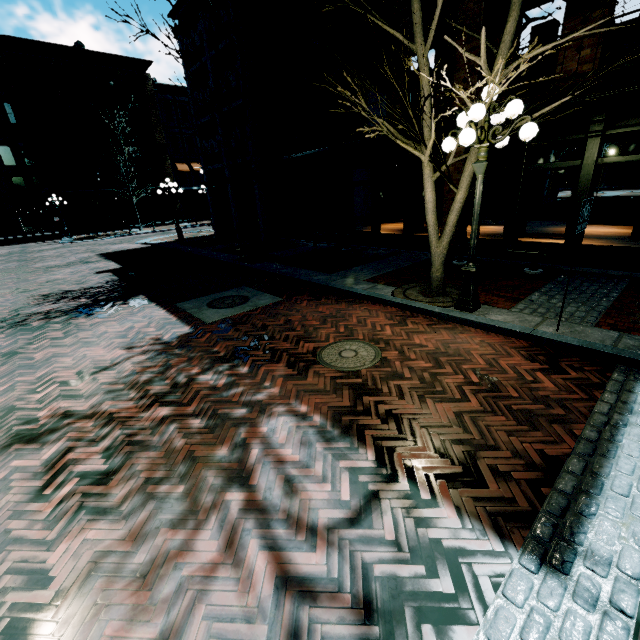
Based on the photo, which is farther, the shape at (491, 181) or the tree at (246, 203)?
the shape at (491, 181)

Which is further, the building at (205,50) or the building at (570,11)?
the building at (205,50)

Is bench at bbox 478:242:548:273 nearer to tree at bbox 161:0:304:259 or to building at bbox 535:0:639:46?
building at bbox 535:0:639:46

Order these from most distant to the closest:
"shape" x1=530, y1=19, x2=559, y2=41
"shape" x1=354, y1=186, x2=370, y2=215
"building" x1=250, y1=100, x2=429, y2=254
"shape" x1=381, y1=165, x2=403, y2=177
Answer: "shape" x1=354, y1=186, x2=370, y2=215 < "shape" x1=381, y1=165, x2=403, y2=177 < "building" x1=250, y1=100, x2=429, y2=254 < "shape" x1=530, y1=19, x2=559, y2=41

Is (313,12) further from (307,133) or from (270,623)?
(270,623)

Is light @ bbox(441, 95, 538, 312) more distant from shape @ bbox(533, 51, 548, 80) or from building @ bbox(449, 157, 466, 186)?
shape @ bbox(533, 51, 548, 80)

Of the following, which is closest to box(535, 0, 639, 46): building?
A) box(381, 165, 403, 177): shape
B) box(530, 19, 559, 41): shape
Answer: box(530, 19, 559, 41): shape
